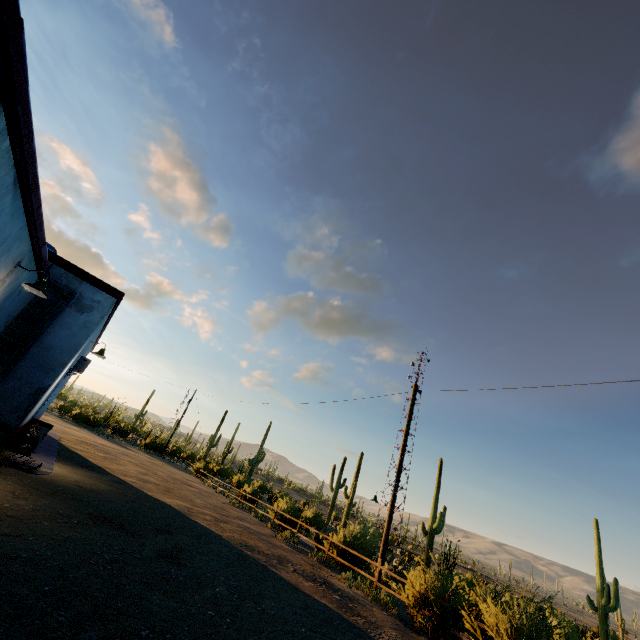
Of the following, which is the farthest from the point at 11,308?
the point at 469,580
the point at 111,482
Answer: the point at 469,580

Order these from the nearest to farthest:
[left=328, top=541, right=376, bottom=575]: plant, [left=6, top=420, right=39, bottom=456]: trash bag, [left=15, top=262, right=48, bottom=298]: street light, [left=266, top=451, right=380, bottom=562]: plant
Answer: [left=15, top=262, right=48, bottom=298]: street light → [left=6, top=420, right=39, bottom=456]: trash bag → [left=328, top=541, right=376, bottom=575]: plant → [left=266, top=451, right=380, bottom=562]: plant

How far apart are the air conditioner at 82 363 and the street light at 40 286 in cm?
667

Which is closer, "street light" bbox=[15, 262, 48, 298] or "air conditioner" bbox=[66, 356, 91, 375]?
"street light" bbox=[15, 262, 48, 298]

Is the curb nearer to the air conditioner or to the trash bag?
the trash bag

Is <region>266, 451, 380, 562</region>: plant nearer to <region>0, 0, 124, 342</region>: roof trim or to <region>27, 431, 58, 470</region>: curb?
<region>27, 431, 58, 470</region>: curb

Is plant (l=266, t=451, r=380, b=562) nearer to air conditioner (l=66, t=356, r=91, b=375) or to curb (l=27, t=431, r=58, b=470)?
curb (l=27, t=431, r=58, b=470)

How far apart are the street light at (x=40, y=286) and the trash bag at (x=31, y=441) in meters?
5.6 m
